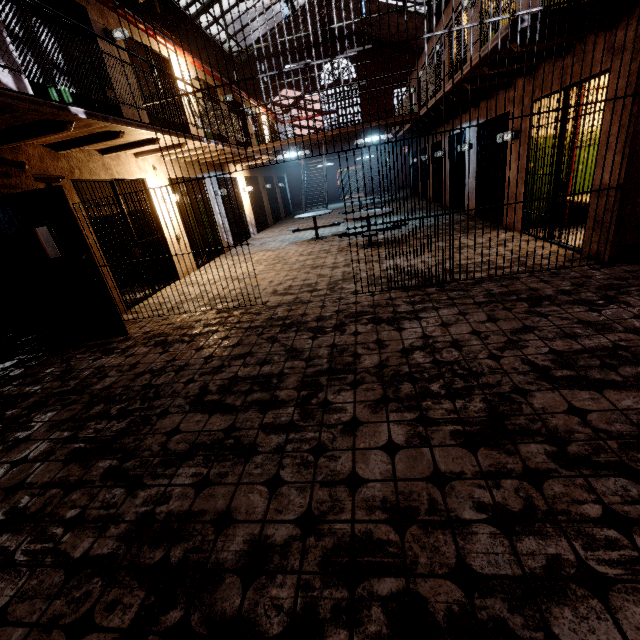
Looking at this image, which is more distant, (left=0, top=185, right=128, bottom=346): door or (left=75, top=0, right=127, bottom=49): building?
(left=75, top=0, right=127, bottom=49): building

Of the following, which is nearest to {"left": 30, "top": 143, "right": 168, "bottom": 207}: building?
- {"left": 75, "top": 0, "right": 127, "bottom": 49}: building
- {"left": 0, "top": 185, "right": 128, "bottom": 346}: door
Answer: {"left": 75, "top": 0, "right": 127, "bottom": 49}: building

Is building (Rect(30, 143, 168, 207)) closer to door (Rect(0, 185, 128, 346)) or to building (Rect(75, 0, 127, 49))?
building (Rect(75, 0, 127, 49))

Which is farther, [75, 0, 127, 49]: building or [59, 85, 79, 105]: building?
[59, 85, 79, 105]: building

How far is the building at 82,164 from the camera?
5.02m

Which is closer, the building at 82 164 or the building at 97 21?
the building at 82 164

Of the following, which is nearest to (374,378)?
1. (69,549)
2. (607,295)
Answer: (69,549)

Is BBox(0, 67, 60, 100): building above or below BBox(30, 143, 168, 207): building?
above
